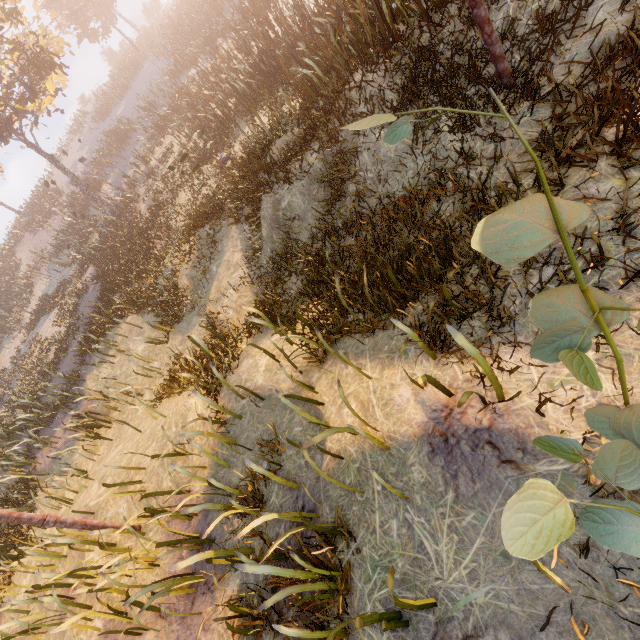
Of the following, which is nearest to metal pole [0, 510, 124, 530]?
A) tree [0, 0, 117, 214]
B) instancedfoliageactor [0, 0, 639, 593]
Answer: instancedfoliageactor [0, 0, 639, 593]

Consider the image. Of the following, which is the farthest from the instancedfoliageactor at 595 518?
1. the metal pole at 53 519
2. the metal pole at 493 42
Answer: the metal pole at 493 42

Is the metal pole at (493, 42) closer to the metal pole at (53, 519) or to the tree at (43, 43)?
the tree at (43, 43)

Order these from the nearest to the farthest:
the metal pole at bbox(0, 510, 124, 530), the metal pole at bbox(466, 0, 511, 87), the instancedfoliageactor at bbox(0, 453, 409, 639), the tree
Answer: the instancedfoliageactor at bbox(0, 453, 409, 639), the metal pole at bbox(466, 0, 511, 87), the metal pole at bbox(0, 510, 124, 530), the tree

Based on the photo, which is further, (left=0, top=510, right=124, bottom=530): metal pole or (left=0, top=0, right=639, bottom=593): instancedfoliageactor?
(left=0, top=510, right=124, bottom=530): metal pole

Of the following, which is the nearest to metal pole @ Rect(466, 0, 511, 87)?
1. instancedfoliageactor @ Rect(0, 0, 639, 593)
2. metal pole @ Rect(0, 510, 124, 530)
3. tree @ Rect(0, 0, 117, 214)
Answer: tree @ Rect(0, 0, 117, 214)

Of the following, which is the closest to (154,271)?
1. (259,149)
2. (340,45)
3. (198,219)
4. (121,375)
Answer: (198,219)

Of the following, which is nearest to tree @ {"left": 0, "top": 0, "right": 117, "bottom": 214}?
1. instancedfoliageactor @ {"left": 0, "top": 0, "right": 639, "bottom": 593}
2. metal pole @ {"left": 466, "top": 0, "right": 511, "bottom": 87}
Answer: metal pole @ {"left": 466, "top": 0, "right": 511, "bottom": 87}
